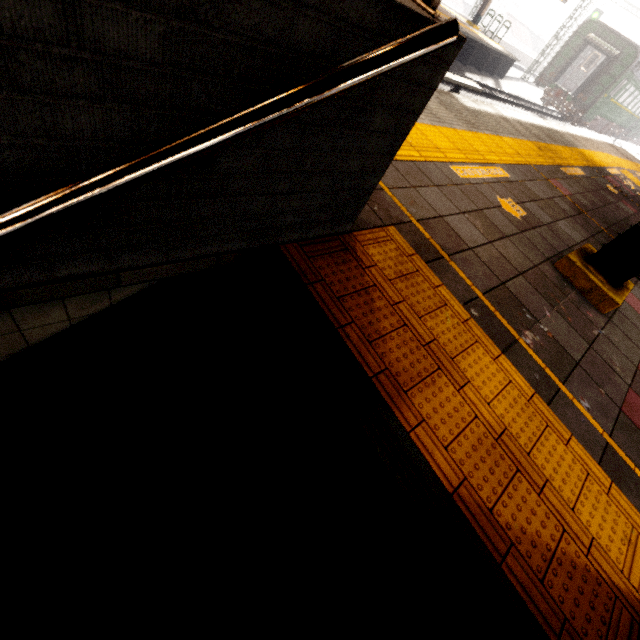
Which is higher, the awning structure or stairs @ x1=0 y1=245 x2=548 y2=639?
the awning structure

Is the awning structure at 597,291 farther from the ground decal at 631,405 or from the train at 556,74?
the train at 556,74

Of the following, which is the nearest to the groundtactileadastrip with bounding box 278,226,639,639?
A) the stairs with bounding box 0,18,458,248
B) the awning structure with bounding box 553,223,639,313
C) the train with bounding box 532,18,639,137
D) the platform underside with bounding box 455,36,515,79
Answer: the stairs with bounding box 0,18,458,248

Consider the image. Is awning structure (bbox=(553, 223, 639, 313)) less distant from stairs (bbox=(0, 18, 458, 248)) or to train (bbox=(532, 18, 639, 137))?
stairs (bbox=(0, 18, 458, 248))

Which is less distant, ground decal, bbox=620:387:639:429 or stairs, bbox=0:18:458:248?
stairs, bbox=0:18:458:248

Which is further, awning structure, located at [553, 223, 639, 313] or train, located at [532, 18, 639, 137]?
train, located at [532, 18, 639, 137]

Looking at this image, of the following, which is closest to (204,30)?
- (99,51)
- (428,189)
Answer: (99,51)

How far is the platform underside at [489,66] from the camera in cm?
1677
